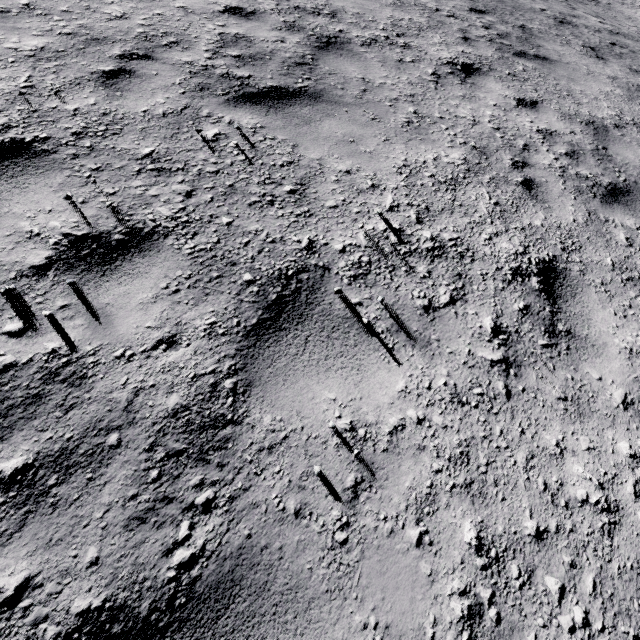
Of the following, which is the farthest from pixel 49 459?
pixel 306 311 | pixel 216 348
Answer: pixel 306 311
